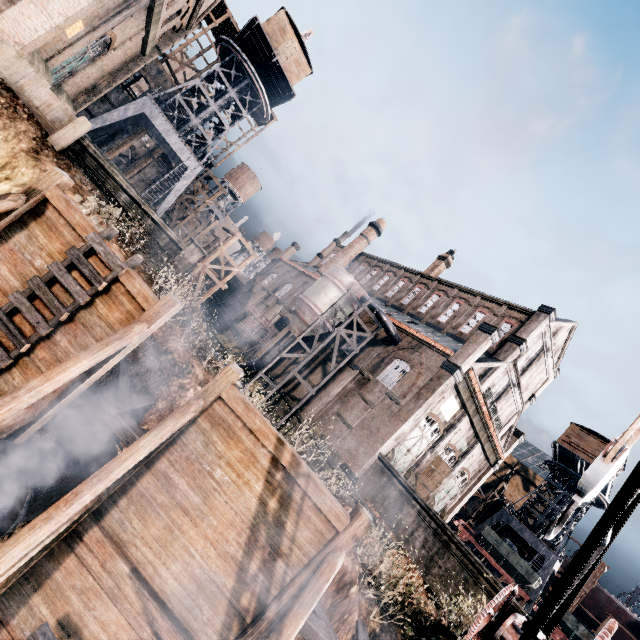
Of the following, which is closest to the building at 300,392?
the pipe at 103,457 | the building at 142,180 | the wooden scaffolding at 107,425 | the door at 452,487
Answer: the door at 452,487

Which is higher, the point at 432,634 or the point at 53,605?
the point at 432,634

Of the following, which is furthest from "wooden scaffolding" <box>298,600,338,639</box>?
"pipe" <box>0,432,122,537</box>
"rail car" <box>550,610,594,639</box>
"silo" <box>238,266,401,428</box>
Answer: "rail car" <box>550,610,594,639</box>

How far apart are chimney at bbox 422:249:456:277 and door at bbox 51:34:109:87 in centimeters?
3672cm

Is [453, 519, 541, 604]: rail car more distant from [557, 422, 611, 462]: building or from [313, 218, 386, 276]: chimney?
[313, 218, 386, 276]: chimney

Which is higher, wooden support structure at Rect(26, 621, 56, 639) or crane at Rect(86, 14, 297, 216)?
crane at Rect(86, 14, 297, 216)

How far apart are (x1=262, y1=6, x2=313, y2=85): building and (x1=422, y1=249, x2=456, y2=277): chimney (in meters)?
25.60

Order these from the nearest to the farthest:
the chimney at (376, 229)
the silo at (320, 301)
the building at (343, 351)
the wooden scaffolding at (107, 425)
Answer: the wooden scaffolding at (107, 425)
the silo at (320, 301)
the building at (343, 351)
the chimney at (376, 229)
